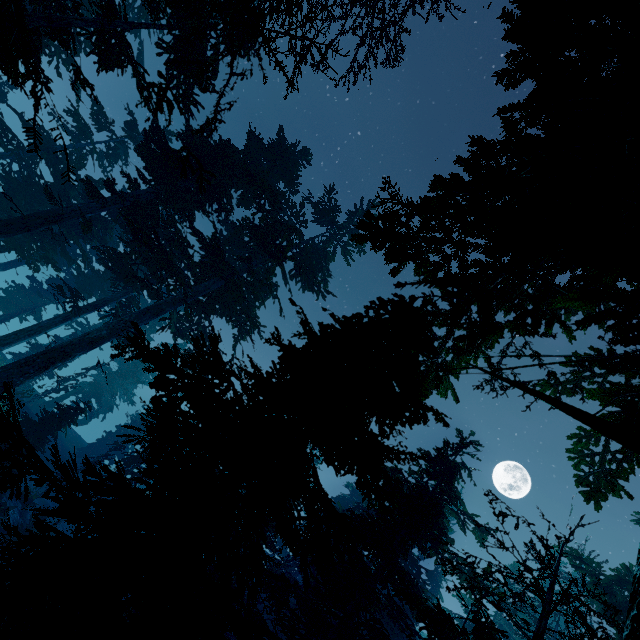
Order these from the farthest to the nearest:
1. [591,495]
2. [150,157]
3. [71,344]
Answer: [150,157]
[71,344]
[591,495]
